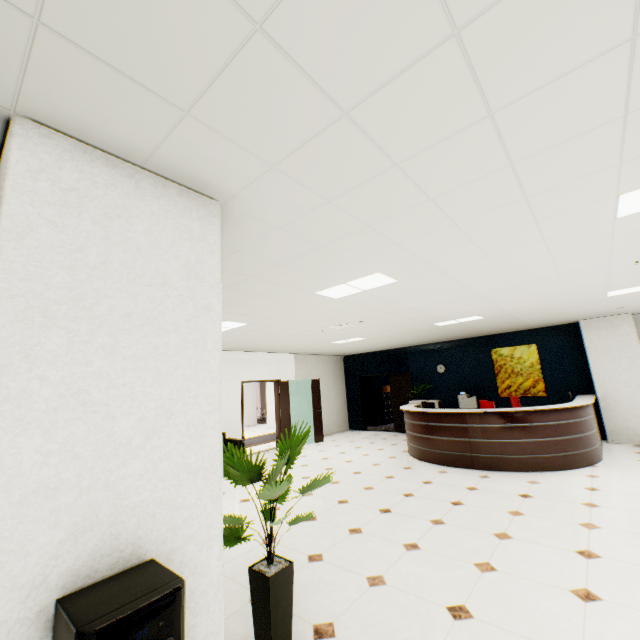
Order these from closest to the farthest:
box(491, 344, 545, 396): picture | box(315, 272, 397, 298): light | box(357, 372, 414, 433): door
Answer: box(315, 272, 397, 298): light
box(491, 344, 545, 396): picture
box(357, 372, 414, 433): door

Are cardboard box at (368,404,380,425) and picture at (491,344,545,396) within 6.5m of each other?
yes

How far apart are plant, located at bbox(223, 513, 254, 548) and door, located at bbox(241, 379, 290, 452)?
6.9 meters

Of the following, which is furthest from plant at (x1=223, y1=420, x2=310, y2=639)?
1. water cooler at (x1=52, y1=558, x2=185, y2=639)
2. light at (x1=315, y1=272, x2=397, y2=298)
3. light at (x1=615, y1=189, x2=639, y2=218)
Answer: light at (x1=615, y1=189, x2=639, y2=218)

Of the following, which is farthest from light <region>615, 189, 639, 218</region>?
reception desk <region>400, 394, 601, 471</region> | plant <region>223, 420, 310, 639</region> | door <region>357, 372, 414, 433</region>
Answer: door <region>357, 372, 414, 433</region>

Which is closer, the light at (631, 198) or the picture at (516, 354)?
the light at (631, 198)

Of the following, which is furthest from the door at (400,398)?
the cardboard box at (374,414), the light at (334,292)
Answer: the light at (334,292)

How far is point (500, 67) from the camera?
1.3m
